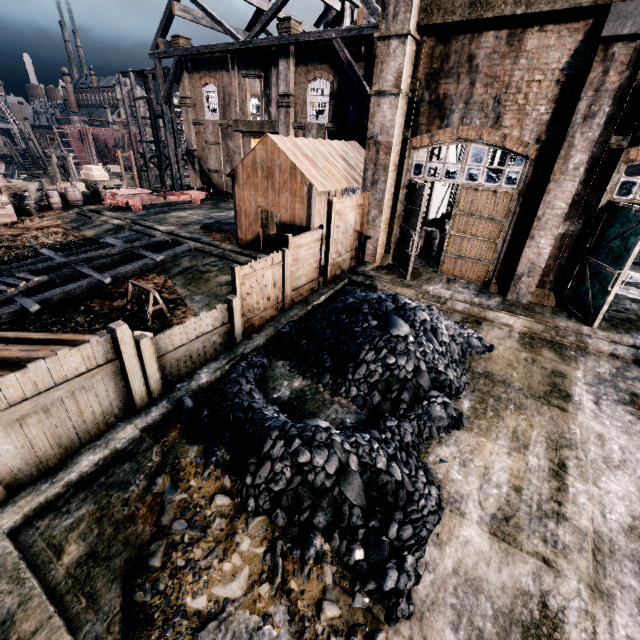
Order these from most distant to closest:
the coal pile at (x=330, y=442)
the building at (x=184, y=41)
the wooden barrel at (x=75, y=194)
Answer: the building at (x=184, y=41), the wooden barrel at (x=75, y=194), the coal pile at (x=330, y=442)

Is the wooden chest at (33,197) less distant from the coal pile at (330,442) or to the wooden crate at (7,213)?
the wooden crate at (7,213)

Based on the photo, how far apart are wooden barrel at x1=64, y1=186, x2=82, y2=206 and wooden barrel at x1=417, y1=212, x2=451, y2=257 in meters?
27.4 m

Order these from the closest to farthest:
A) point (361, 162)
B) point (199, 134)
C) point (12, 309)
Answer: point (12, 309)
point (361, 162)
point (199, 134)

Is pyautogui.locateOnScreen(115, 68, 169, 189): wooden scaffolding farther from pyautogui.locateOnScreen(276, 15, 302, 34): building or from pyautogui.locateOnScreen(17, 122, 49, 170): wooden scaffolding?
pyautogui.locateOnScreen(17, 122, 49, 170): wooden scaffolding

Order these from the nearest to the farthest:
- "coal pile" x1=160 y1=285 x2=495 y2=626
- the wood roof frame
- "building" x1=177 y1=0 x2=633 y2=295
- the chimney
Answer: "coal pile" x1=160 y1=285 x2=495 y2=626 → "building" x1=177 y1=0 x2=633 y2=295 → the wood roof frame → the chimney

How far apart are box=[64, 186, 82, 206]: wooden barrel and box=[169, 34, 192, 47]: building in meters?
15.8

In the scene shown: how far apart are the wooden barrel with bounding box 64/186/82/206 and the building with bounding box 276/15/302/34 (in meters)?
19.81
